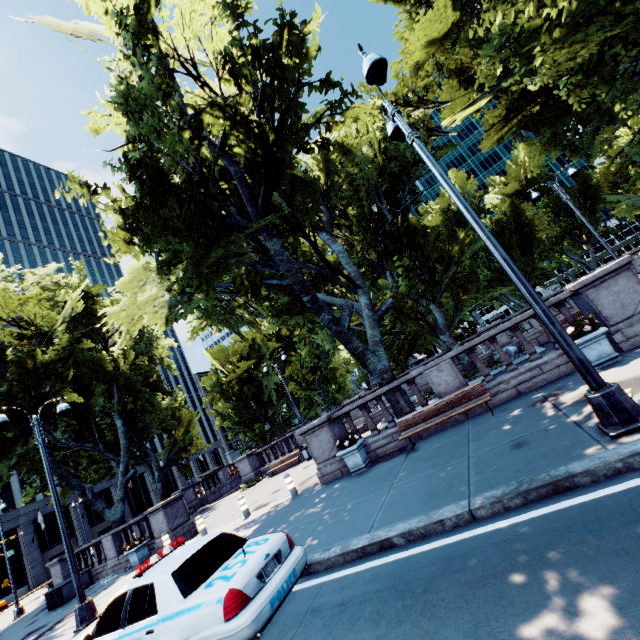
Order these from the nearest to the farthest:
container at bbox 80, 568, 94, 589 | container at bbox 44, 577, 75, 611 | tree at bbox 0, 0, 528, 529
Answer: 1. tree at bbox 0, 0, 528, 529
2. container at bbox 44, 577, 75, 611
3. container at bbox 80, 568, 94, 589

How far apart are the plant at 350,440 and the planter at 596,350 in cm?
659

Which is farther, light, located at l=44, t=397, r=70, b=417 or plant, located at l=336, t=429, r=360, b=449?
light, located at l=44, t=397, r=70, b=417

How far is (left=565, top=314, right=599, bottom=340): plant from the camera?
8.1m

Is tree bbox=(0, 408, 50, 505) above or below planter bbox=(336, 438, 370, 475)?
above

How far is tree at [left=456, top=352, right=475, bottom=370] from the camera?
18.00m

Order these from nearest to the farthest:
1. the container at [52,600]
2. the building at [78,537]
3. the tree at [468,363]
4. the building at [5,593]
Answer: the container at [52,600] → the tree at [468,363] → the building at [5,593] → the building at [78,537]

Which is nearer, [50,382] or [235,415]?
[50,382]
